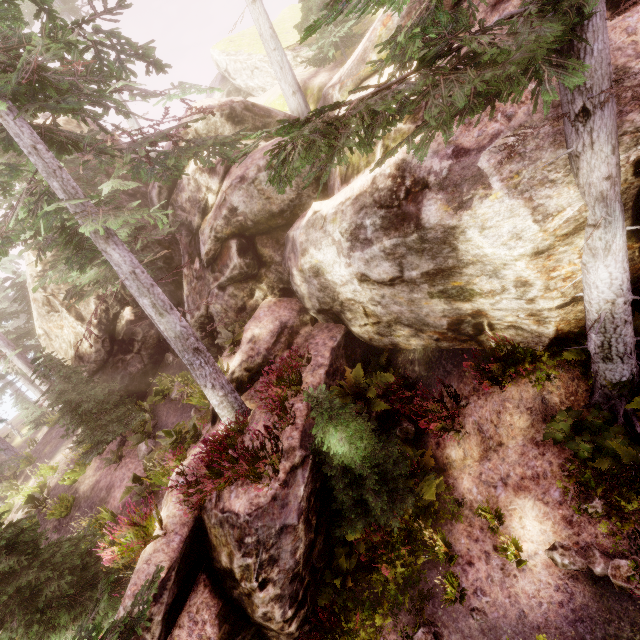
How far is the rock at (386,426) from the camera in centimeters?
929cm

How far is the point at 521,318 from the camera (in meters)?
6.69

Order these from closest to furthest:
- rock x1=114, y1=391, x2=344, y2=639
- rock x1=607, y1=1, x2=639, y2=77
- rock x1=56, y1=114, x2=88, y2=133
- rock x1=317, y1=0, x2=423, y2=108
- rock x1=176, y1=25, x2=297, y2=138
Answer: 1. rock x1=607, y1=1, x2=639, y2=77
2. rock x1=114, y1=391, x2=344, y2=639
3. rock x1=317, y1=0, x2=423, y2=108
4. rock x1=176, y1=25, x2=297, y2=138
5. rock x1=56, y1=114, x2=88, y2=133

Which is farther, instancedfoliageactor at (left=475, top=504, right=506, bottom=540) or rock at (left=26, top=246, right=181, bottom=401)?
rock at (left=26, top=246, right=181, bottom=401)

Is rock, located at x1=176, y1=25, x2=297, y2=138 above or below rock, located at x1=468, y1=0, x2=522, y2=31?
above

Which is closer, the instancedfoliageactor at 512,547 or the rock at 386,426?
the instancedfoliageactor at 512,547

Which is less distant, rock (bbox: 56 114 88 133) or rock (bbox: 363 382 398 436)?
rock (bbox: 363 382 398 436)
